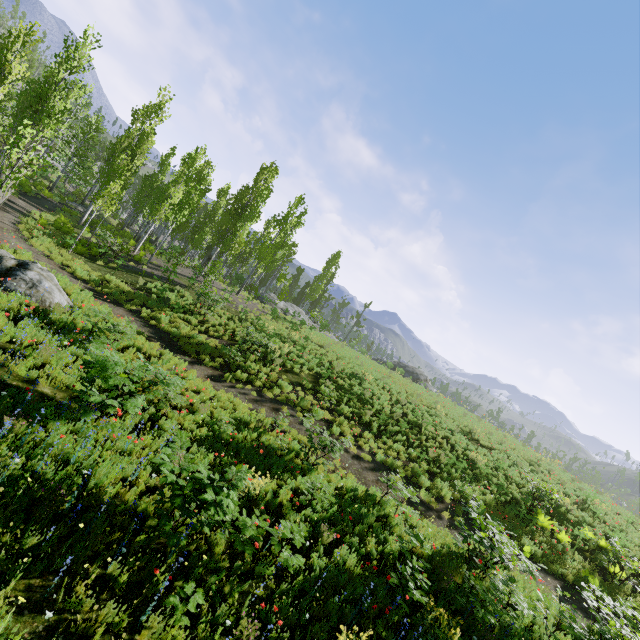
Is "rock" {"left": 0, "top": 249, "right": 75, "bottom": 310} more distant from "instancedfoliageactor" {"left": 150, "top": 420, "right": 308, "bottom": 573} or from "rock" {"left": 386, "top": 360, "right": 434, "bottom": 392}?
"rock" {"left": 386, "top": 360, "right": 434, "bottom": 392}

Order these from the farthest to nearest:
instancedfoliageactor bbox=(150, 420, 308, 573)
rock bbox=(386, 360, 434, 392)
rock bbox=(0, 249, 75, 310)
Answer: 1. rock bbox=(386, 360, 434, 392)
2. rock bbox=(0, 249, 75, 310)
3. instancedfoliageactor bbox=(150, 420, 308, 573)

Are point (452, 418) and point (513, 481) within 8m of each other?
yes

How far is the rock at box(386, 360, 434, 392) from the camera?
28.3 meters

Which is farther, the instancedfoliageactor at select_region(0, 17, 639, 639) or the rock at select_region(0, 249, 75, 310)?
the rock at select_region(0, 249, 75, 310)

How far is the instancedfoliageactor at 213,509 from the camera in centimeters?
532cm

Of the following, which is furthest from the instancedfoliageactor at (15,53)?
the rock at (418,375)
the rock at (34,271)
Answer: the rock at (418,375)

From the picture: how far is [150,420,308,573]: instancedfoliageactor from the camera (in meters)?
5.32
